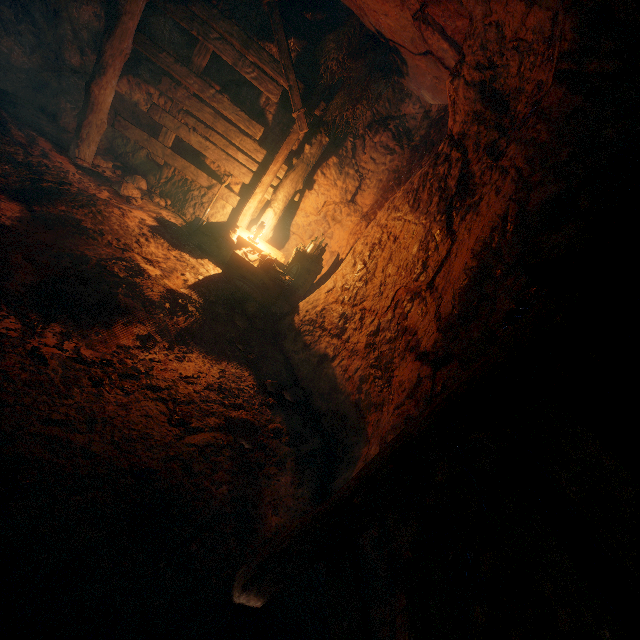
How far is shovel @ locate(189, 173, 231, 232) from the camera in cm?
628

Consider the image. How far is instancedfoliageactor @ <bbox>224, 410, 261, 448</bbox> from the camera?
3.2 meters

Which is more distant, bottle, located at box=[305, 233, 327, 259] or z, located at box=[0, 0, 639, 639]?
bottle, located at box=[305, 233, 327, 259]

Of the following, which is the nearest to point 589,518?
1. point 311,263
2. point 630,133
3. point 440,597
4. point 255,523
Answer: point 440,597

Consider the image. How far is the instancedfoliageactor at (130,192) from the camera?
5.79m

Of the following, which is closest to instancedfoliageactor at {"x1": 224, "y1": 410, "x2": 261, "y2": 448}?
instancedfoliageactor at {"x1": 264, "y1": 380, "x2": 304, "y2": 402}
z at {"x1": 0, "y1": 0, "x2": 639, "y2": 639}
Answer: z at {"x1": 0, "y1": 0, "x2": 639, "y2": 639}

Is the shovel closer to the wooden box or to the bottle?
the wooden box

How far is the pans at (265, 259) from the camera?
5.5m
